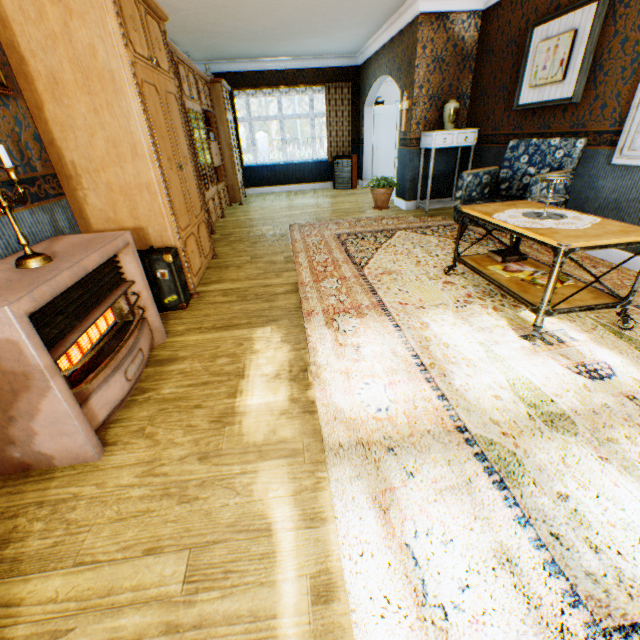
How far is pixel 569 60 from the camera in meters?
3.7 m

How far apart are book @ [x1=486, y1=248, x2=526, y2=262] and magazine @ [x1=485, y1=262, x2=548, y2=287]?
0.1m

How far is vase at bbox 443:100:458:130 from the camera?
5.4m

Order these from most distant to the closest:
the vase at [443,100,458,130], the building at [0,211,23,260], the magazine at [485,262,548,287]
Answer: the vase at [443,100,458,130] → the magazine at [485,262,548,287] → the building at [0,211,23,260]

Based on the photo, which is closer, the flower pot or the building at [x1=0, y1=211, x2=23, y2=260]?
the building at [x1=0, y1=211, x2=23, y2=260]

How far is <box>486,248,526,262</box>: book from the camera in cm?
300

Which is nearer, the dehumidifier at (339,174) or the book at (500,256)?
the book at (500,256)

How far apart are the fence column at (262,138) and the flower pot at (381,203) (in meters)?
19.84
